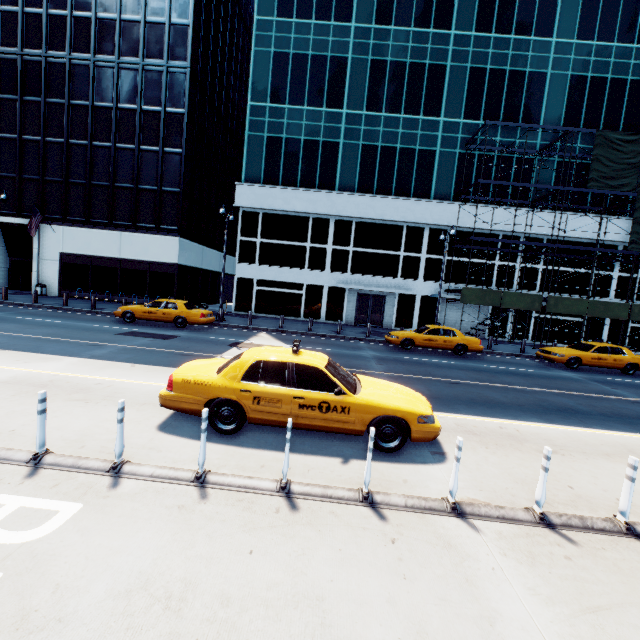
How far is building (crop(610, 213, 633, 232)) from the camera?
26.0 meters

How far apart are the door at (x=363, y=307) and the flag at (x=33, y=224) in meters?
25.9 m

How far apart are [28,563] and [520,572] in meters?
4.9

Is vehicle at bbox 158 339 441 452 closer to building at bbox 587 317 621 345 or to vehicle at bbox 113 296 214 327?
vehicle at bbox 113 296 214 327

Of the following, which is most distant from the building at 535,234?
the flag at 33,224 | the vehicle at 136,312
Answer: the flag at 33,224

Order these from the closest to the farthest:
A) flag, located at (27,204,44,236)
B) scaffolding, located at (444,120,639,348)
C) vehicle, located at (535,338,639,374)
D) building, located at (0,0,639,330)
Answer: vehicle, located at (535,338,639,374) < scaffolding, located at (444,120,639,348) < flag, located at (27,204,44,236) < building, located at (0,0,639,330)

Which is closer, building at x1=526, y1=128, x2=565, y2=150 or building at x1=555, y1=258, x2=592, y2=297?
building at x1=526, y1=128, x2=565, y2=150
